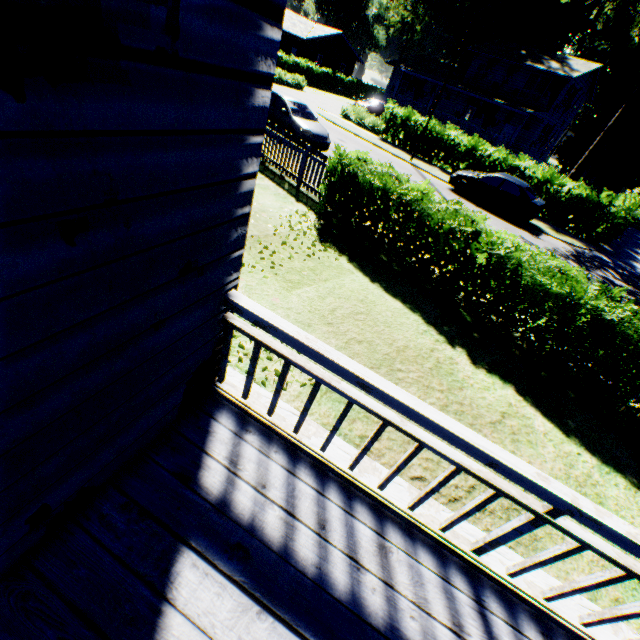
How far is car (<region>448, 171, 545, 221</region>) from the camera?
15.9m

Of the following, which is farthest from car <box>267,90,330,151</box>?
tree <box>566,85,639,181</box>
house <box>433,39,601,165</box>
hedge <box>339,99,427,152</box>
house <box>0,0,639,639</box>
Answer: house <box>433,39,601,165</box>

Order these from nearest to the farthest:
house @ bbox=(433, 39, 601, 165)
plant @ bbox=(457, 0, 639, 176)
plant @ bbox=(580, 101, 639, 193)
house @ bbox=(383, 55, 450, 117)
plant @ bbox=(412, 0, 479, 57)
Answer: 1. house @ bbox=(433, 39, 601, 165)
2. house @ bbox=(383, 55, 450, 117)
3. plant @ bbox=(580, 101, 639, 193)
4. plant @ bbox=(457, 0, 639, 176)
5. plant @ bbox=(412, 0, 479, 57)

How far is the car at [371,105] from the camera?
33.38m

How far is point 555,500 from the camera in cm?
179

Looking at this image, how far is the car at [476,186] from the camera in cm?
1593

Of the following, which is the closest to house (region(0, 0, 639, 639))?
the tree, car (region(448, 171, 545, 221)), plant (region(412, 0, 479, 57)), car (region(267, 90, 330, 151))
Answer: plant (region(412, 0, 479, 57))

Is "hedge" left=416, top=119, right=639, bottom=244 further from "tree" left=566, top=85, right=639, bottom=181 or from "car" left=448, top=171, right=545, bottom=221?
"car" left=448, top=171, right=545, bottom=221
